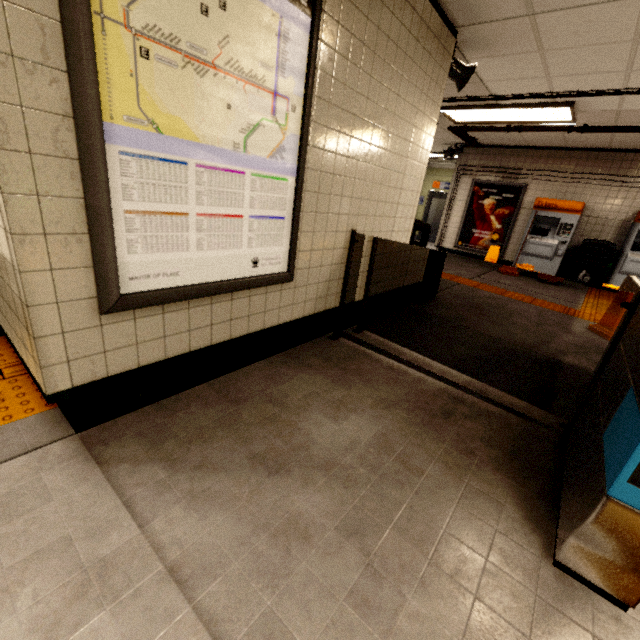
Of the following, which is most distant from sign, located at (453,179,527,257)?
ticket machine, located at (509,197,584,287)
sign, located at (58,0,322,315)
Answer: sign, located at (58,0,322,315)

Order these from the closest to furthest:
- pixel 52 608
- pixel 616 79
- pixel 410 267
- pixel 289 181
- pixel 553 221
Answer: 1. pixel 52 608
2. pixel 289 181
3. pixel 616 79
4. pixel 410 267
5. pixel 553 221

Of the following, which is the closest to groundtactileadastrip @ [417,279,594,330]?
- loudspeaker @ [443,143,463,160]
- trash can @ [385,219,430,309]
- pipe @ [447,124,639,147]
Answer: trash can @ [385,219,430,309]

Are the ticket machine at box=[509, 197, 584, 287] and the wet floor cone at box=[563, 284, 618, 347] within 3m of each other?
no

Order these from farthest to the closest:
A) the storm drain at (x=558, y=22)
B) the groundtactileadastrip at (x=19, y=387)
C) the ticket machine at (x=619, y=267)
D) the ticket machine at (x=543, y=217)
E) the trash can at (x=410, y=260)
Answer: the ticket machine at (x=543, y=217), the ticket machine at (x=619, y=267), the trash can at (x=410, y=260), the storm drain at (x=558, y=22), the groundtactileadastrip at (x=19, y=387)

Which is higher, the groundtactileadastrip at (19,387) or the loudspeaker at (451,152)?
the loudspeaker at (451,152)

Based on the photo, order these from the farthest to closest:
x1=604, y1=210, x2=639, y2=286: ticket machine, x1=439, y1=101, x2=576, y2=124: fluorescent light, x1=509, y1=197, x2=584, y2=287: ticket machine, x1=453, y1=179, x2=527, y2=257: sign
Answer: x1=453, y1=179, x2=527, y2=257: sign < x1=509, y1=197, x2=584, y2=287: ticket machine < x1=604, y1=210, x2=639, y2=286: ticket machine < x1=439, y1=101, x2=576, y2=124: fluorescent light

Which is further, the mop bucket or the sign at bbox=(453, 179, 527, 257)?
the sign at bbox=(453, 179, 527, 257)
